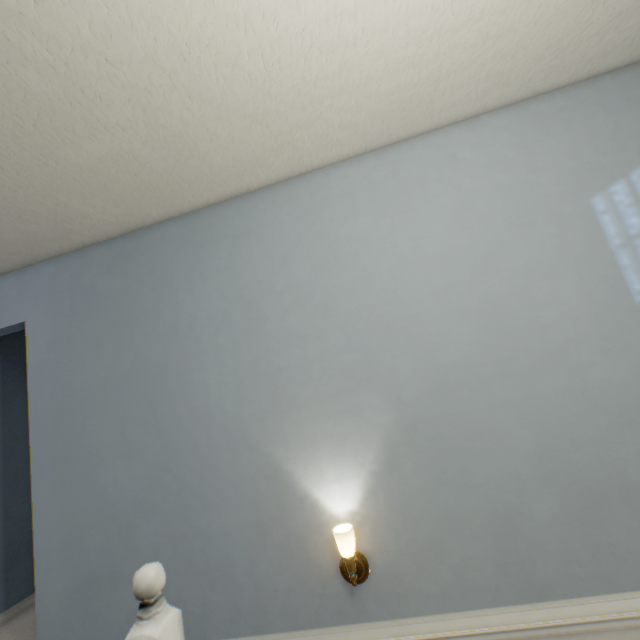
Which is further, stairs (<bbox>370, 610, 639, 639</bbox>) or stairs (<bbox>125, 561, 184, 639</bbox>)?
stairs (<bbox>370, 610, 639, 639</bbox>)

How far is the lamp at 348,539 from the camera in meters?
1.5 m

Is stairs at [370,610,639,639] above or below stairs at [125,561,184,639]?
below

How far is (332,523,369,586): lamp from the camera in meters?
1.5

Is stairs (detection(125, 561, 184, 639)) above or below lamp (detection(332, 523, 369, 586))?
above

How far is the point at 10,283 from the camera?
2.31m

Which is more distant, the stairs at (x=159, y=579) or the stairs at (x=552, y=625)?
the stairs at (x=552, y=625)

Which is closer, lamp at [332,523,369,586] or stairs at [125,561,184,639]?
stairs at [125,561,184,639]
